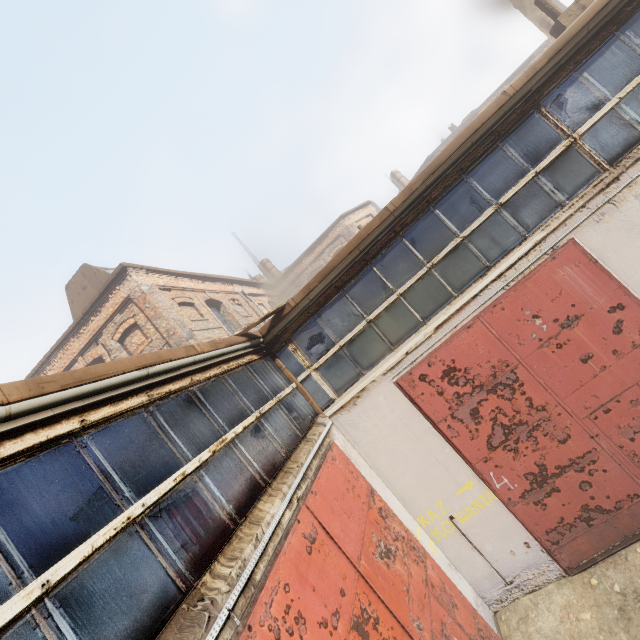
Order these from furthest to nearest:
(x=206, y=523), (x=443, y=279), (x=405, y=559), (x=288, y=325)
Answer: (x=288, y=325)
(x=443, y=279)
(x=405, y=559)
(x=206, y=523)
